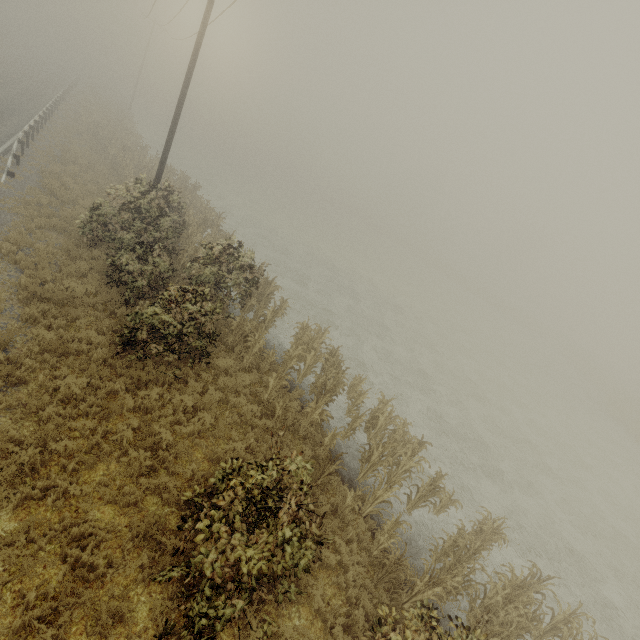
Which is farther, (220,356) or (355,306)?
(355,306)
